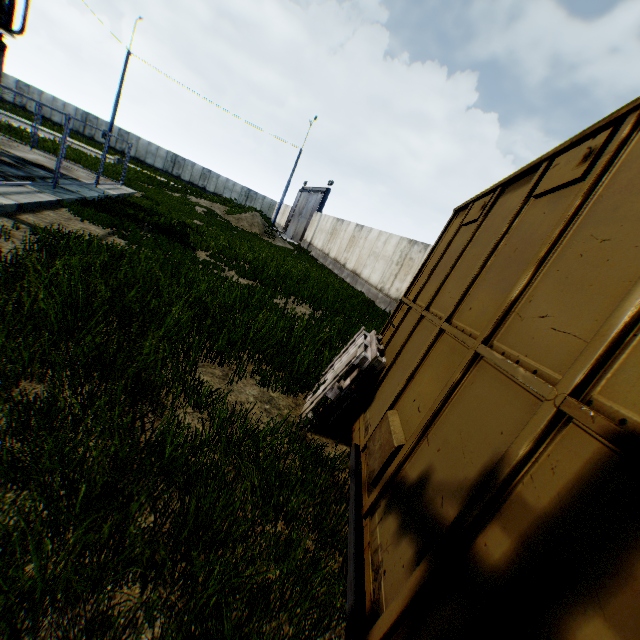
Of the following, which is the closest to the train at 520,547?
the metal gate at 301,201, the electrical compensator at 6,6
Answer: the electrical compensator at 6,6

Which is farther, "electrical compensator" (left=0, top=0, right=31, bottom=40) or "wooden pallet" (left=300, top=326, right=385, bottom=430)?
"electrical compensator" (left=0, top=0, right=31, bottom=40)

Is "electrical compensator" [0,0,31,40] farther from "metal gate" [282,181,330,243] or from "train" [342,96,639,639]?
"metal gate" [282,181,330,243]

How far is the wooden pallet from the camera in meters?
4.0 m

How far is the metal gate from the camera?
31.6m

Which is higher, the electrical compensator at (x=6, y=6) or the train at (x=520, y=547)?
the electrical compensator at (x=6, y=6)

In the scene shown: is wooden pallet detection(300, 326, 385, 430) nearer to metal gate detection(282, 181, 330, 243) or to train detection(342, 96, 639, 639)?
train detection(342, 96, 639, 639)

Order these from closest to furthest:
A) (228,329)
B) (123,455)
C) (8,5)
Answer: (123,455) → (228,329) → (8,5)
